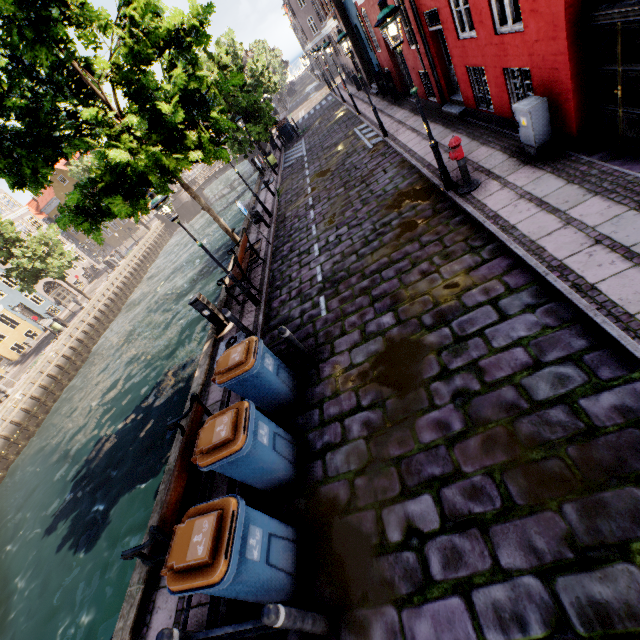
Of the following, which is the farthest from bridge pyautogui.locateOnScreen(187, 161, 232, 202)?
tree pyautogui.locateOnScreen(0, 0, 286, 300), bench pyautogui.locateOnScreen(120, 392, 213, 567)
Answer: bench pyautogui.locateOnScreen(120, 392, 213, 567)

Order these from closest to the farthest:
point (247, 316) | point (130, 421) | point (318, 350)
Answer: point (318, 350) → point (247, 316) → point (130, 421)

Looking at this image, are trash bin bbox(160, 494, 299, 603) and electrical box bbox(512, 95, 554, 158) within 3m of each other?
no

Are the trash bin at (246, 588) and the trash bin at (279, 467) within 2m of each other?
yes

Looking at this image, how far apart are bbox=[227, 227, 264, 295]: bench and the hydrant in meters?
5.9

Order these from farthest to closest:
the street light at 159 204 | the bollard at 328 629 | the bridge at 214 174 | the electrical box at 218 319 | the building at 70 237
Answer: the bridge at 214 174
the building at 70 237
the electrical box at 218 319
the street light at 159 204
the bollard at 328 629

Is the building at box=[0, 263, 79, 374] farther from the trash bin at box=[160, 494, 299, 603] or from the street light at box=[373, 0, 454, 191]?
the street light at box=[373, 0, 454, 191]

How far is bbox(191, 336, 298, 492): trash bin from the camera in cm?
429
